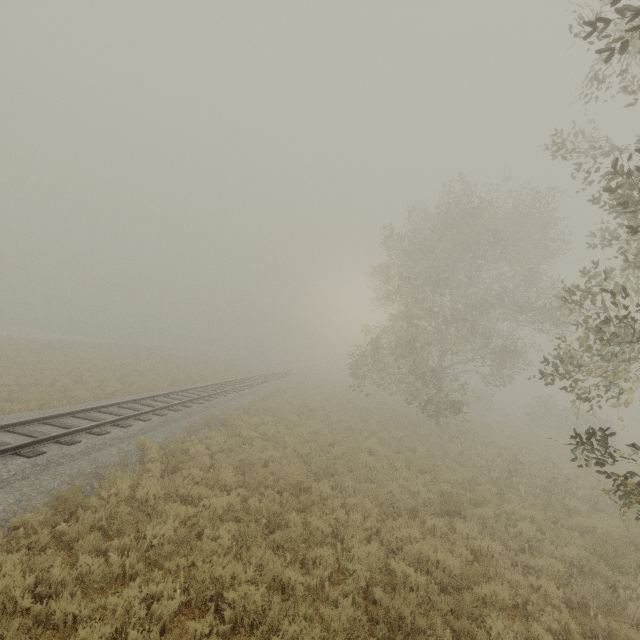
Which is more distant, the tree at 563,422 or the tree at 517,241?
the tree at 517,241

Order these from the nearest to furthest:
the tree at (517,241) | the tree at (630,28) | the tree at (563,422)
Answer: the tree at (630,28), the tree at (563,422), the tree at (517,241)

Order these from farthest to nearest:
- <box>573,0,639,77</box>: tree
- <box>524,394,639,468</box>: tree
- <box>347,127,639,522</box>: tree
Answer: <box>347,127,639,522</box>: tree, <box>524,394,639,468</box>: tree, <box>573,0,639,77</box>: tree

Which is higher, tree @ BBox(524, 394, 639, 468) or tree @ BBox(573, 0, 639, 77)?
tree @ BBox(573, 0, 639, 77)

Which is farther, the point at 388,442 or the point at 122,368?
the point at 122,368

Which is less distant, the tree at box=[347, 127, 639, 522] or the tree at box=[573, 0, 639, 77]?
the tree at box=[573, 0, 639, 77]
